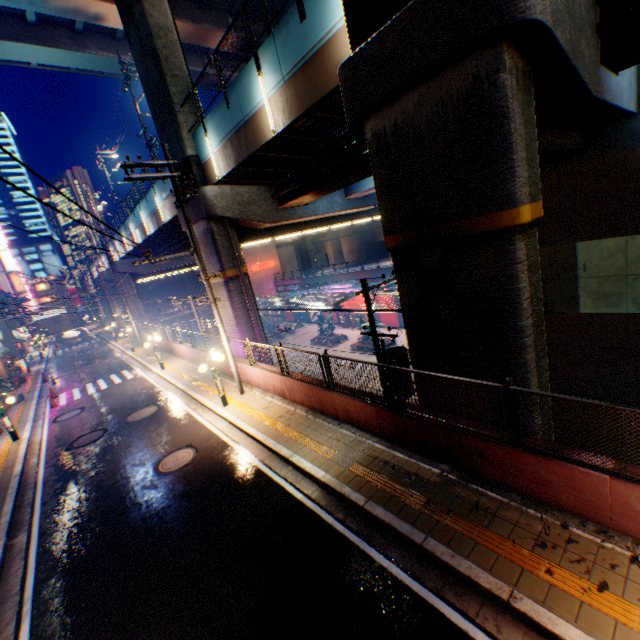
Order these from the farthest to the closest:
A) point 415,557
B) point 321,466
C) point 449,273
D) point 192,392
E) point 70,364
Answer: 1. point 70,364
2. point 192,392
3. point 321,466
4. point 449,273
5. point 415,557

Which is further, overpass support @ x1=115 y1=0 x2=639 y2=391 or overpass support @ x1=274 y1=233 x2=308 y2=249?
overpass support @ x1=274 y1=233 x2=308 y2=249

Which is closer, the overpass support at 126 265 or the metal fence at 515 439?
the metal fence at 515 439

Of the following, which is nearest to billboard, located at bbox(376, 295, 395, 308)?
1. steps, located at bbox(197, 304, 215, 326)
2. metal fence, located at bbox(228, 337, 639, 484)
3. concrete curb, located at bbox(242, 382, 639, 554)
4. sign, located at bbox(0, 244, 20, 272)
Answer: metal fence, located at bbox(228, 337, 639, 484)

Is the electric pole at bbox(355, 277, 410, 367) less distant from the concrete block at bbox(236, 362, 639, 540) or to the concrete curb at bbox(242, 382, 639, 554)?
the concrete block at bbox(236, 362, 639, 540)

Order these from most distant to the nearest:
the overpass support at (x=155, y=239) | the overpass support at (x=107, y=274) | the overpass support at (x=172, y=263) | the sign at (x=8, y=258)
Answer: the sign at (x=8, y=258)
the overpass support at (x=107, y=274)
the overpass support at (x=172, y=263)
the overpass support at (x=155, y=239)

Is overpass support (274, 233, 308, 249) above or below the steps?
above

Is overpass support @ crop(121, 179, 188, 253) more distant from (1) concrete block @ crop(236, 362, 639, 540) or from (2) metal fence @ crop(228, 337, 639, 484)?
(1) concrete block @ crop(236, 362, 639, 540)
